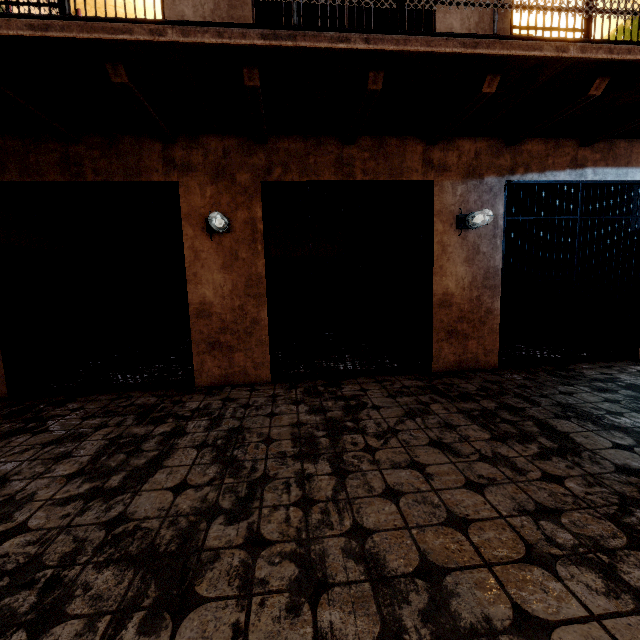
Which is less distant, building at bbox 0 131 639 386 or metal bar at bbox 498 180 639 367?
building at bbox 0 131 639 386

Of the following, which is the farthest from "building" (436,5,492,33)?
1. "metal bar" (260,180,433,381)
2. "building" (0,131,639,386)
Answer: "metal bar" (260,180,433,381)

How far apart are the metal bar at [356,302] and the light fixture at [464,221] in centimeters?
30cm

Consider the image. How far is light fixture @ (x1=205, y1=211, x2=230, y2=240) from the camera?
3.6m

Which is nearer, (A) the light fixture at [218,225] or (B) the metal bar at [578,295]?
(A) the light fixture at [218,225]

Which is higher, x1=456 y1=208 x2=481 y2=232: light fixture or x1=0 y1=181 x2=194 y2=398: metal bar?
x1=456 y1=208 x2=481 y2=232: light fixture

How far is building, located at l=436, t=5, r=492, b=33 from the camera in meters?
3.7

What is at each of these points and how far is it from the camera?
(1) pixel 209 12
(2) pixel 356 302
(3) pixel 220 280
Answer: (1) building, 3.4 meters
(2) metal bar, 4.0 meters
(3) building, 3.8 meters
